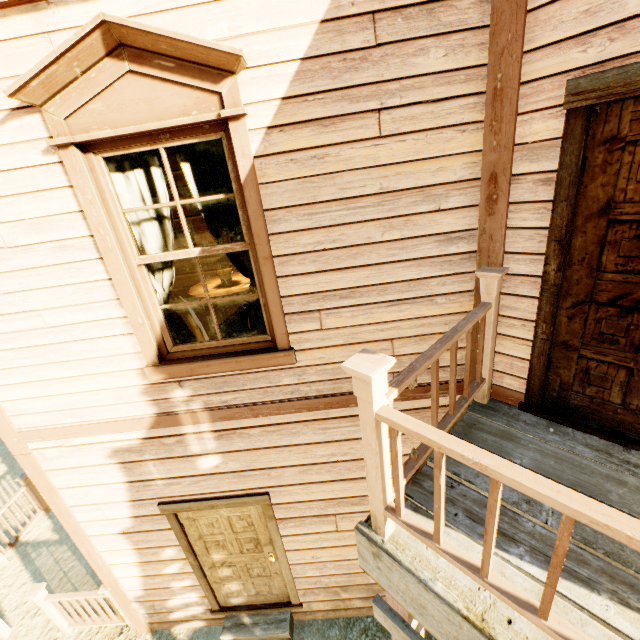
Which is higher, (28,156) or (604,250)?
(28,156)

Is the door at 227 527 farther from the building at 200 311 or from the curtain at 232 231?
the curtain at 232 231

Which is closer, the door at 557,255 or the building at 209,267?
the door at 557,255

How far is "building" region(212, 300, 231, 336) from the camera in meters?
4.9 m

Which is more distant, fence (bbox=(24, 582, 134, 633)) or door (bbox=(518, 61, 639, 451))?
fence (bbox=(24, 582, 134, 633))

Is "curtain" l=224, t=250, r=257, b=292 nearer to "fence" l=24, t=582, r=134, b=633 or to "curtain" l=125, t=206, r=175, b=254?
"curtain" l=125, t=206, r=175, b=254

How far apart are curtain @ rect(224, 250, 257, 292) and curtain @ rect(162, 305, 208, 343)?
0.1 meters

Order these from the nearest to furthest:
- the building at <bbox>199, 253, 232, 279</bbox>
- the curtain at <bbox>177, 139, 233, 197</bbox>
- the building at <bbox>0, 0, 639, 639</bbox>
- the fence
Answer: the building at <bbox>0, 0, 639, 639</bbox> < the curtain at <bbox>177, 139, 233, 197</bbox> < the fence < the building at <bbox>199, 253, 232, 279</bbox>
